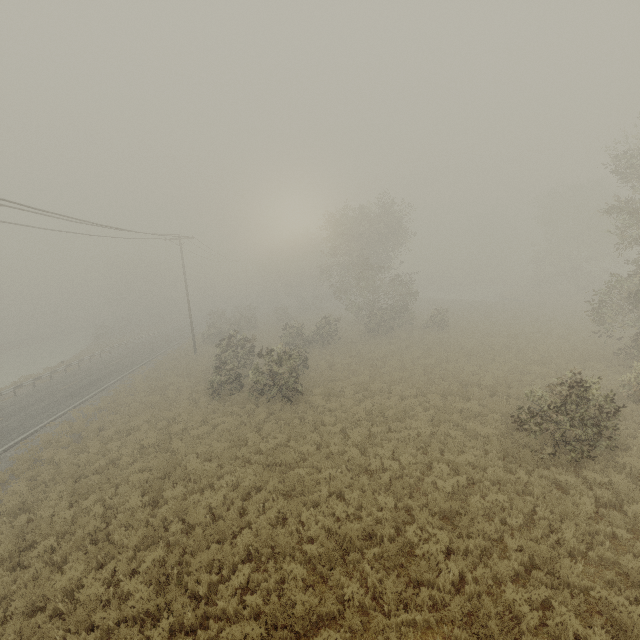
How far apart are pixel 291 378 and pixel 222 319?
32.22m
